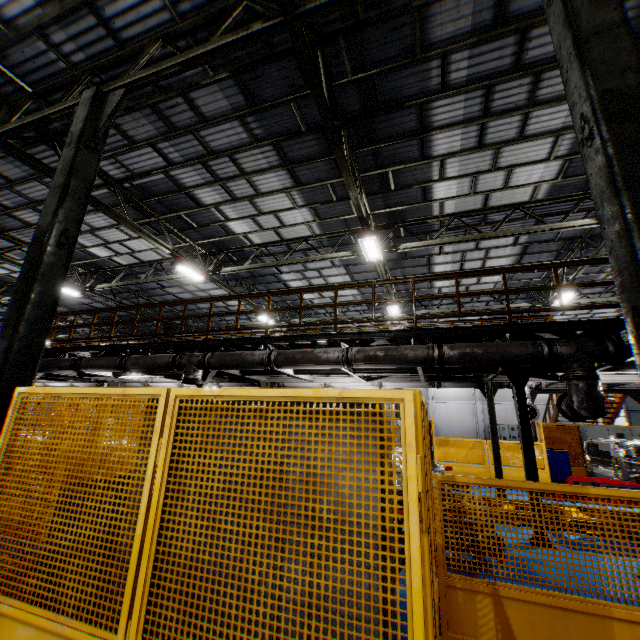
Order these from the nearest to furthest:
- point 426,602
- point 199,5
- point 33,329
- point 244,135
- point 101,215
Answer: point 426,602 < point 33,329 < point 199,5 < point 244,135 < point 101,215

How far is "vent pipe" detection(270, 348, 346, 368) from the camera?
7.5m

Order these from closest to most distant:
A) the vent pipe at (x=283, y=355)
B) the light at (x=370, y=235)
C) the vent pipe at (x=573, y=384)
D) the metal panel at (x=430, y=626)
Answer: the metal panel at (x=430, y=626) → the vent pipe at (x=573, y=384) → the vent pipe at (x=283, y=355) → the light at (x=370, y=235)

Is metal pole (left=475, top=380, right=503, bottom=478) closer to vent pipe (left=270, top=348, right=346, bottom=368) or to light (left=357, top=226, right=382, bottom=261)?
vent pipe (left=270, top=348, right=346, bottom=368)

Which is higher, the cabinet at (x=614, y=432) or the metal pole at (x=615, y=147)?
the metal pole at (x=615, y=147)

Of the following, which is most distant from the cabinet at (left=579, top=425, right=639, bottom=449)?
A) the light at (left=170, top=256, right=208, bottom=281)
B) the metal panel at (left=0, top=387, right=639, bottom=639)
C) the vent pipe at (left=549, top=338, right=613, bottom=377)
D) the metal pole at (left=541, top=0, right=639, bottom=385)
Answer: the light at (left=170, top=256, right=208, bottom=281)

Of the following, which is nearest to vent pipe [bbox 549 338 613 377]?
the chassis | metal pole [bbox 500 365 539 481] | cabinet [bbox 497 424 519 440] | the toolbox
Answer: metal pole [bbox 500 365 539 481]

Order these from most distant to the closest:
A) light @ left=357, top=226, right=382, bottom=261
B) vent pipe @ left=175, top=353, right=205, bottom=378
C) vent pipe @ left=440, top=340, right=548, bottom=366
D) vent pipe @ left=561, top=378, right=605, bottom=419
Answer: light @ left=357, top=226, right=382, bottom=261, vent pipe @ left=175, top=353, right=205, bottom=378, vent pipe @ left=440, top=340, right=548, bottom=366, vent pipe @ left=561, top=378, right=605, bottom=419
